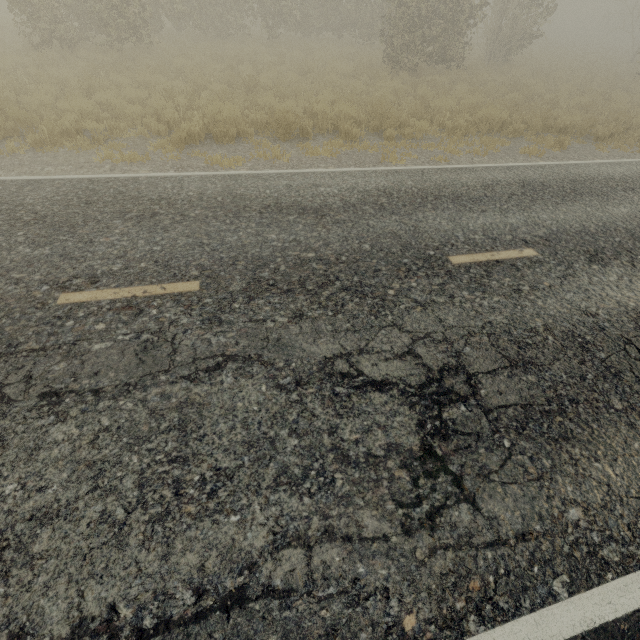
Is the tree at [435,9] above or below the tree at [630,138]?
above

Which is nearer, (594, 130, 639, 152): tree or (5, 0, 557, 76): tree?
(594, 130, 639, 152): tree

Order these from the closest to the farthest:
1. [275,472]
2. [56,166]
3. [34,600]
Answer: [34,600]
[275,472]
[56,166]

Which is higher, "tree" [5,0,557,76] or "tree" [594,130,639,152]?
"tree" [5,0,557,76]

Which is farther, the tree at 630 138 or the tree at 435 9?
the tree at 435 9
